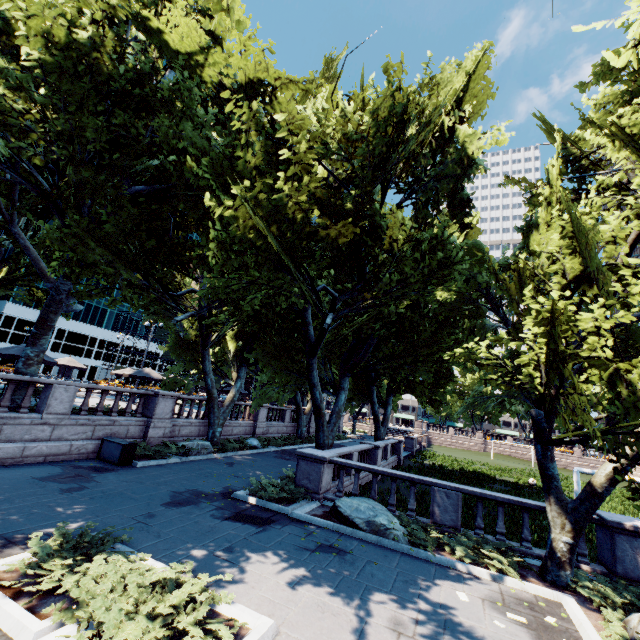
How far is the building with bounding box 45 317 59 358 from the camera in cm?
5888

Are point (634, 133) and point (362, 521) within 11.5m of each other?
no

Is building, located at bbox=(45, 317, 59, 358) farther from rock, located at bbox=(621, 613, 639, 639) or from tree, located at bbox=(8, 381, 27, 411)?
rock, located at bbox=(621, 613, 639, 639)

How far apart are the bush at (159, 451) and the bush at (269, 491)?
5.3m

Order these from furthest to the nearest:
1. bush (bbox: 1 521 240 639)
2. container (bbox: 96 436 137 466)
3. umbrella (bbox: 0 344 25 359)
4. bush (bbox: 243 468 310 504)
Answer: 1. umbrella (bbox: 0 344 25 359)
2. container (bbox: 96 436 137 466)
3. bush (bbox: 243 468 310 504)
4. bush (bbox: 1 521 240 639)

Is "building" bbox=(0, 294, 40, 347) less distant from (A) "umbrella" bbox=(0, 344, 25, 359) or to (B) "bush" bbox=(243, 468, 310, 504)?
(A) "umbrella" bbox=(0, 344, 25, 359)

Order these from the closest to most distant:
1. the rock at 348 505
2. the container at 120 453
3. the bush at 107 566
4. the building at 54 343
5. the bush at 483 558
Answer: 1. the bush at 107 566
2. the bush at 483 558
3. the rock at 348 505
4. the container at 120 453
5. the building at 54 343

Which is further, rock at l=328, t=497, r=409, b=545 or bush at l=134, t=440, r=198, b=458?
bush at l=134, t=440, r=198, b=458
